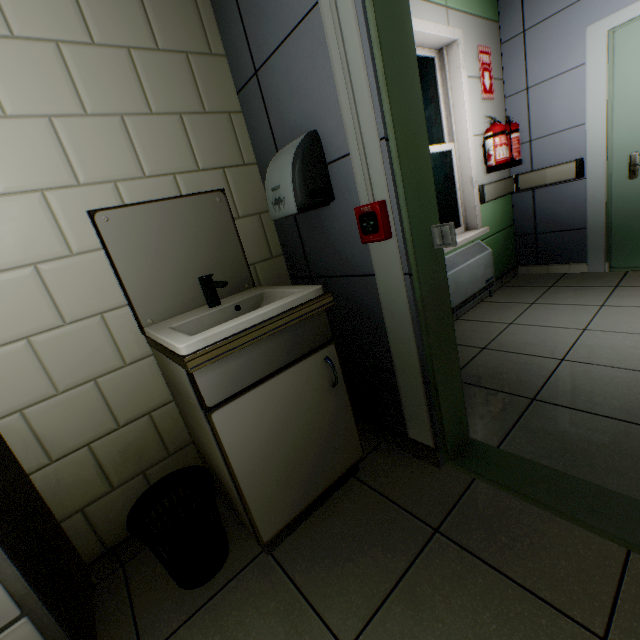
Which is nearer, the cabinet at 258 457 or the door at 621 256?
the cabinet at 258 457

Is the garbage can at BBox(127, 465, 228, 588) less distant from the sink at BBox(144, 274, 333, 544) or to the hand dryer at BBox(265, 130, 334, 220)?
the sink at BBox(144, 274, 333, 544)

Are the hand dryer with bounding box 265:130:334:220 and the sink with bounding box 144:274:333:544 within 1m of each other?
yes

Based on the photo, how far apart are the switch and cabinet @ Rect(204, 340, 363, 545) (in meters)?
0.62

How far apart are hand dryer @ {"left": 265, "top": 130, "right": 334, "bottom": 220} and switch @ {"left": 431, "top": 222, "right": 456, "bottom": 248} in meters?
0.5

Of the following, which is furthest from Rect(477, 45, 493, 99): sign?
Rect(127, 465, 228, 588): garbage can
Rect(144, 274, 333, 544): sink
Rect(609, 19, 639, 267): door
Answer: Rect(127, 465, 228, 588): garbage can

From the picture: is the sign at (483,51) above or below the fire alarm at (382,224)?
above

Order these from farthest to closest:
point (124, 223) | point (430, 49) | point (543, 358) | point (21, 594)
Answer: point (430, 49)
point (543, 358)
point (124, 223)
point (21, 594)
